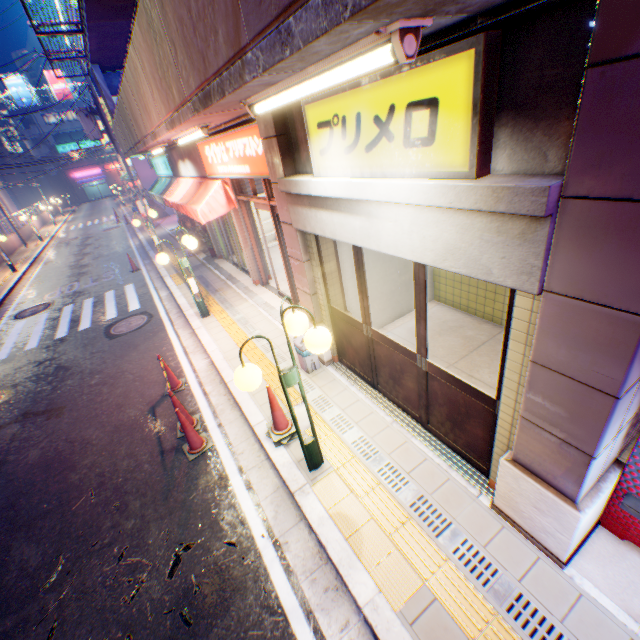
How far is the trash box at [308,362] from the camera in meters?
5.8 m

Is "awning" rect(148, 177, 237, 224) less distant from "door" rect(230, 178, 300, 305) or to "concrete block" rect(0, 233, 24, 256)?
"door" rect(230, 178, 300, 305)

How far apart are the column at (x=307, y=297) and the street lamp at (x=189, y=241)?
3.3m

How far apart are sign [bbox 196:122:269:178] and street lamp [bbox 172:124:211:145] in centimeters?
39cm

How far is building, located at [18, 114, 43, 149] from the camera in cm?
5480

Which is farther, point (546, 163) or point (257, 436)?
point (257, 436)

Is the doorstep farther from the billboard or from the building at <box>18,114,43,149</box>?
the billboard

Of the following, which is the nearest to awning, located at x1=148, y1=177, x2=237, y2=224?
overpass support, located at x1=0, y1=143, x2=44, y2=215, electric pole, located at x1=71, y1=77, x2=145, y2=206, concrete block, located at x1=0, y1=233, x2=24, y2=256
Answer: electric pole, located at x1=71, y1=77, x2=145, y2=206
